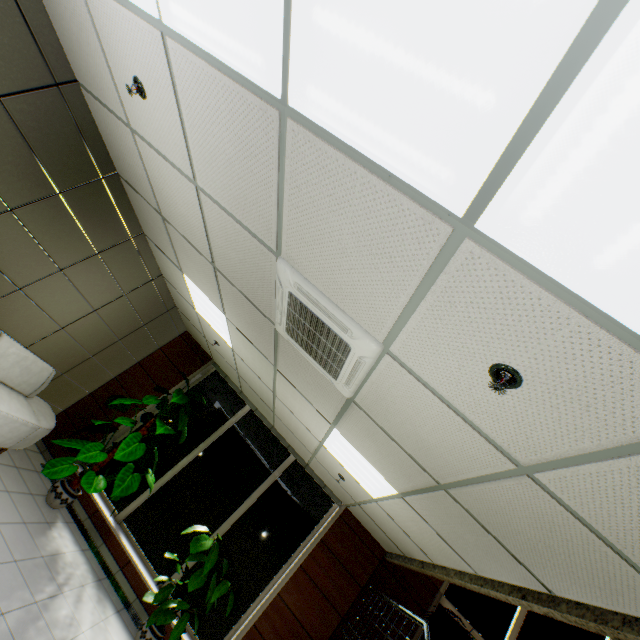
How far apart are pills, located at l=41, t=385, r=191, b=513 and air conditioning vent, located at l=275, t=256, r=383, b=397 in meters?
3.8

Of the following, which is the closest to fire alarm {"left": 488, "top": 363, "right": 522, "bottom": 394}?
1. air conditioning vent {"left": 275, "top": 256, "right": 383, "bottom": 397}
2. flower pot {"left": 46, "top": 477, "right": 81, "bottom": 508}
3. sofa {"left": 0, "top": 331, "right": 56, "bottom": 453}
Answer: air conditioning vent {"left": 275, "top": 256, "right": 383, "bottom": 397}

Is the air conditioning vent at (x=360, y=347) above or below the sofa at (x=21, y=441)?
above

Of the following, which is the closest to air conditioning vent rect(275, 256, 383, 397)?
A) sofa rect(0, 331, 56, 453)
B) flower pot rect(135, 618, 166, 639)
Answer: sofa rect(0, 331, 56, 453)

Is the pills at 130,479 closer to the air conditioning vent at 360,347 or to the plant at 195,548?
the plant at 195,548

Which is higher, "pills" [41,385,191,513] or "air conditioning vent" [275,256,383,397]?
"air conditioning vent" [275,256,383,397]

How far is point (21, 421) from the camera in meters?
4.4

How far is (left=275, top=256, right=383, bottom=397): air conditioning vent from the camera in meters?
2.1
